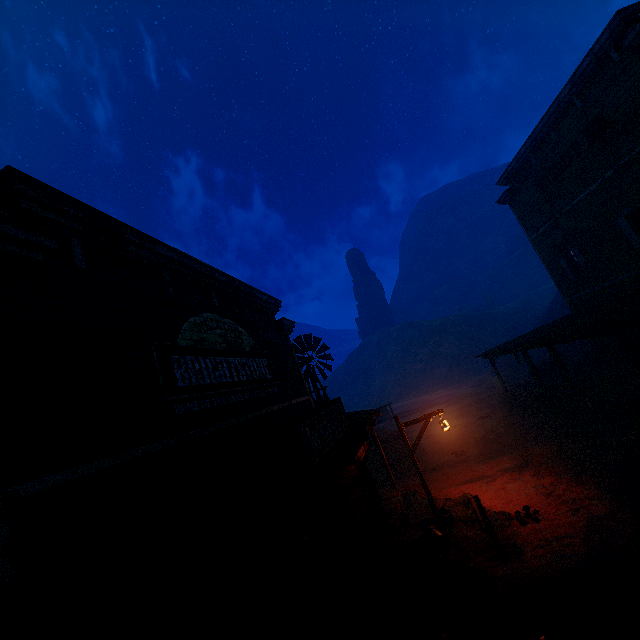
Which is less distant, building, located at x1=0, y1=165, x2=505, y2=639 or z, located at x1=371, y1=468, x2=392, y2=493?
building, located at x1=0, y1=165, x2=505, y2=639

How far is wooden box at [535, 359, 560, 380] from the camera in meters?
19.6

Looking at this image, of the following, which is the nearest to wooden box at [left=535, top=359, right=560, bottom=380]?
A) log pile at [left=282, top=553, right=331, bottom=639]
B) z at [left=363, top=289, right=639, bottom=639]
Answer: z at [left=363, top=289, right=639, bottom=639]

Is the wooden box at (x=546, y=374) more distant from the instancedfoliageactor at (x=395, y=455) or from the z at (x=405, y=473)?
the instancedfoliageactor at (x=395, y=455)

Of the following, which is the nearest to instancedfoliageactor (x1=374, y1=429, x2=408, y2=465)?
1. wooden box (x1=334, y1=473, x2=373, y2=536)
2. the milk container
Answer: wooden box (x1=334, y1=473, x2=373, y2=536)

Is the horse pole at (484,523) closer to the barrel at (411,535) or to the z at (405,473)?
the z at (405,473)

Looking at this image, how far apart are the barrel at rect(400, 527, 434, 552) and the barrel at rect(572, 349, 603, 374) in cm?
1535

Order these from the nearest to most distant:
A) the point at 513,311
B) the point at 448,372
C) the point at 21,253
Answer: the point at 21,253 → the point at 448,372 → the point at 513,311
